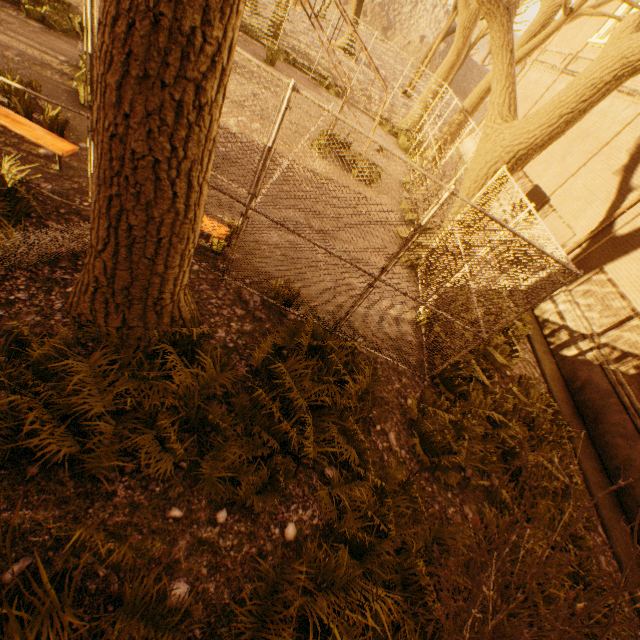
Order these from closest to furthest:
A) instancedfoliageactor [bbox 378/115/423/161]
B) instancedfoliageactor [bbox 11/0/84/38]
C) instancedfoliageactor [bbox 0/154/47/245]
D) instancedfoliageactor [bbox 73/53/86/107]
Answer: instancedfoliageactor [bbox 0/154/47/245]
instancedfoliageactor [bbox 73/53/86/107]
instancedfoliageactor [bbox 11/0/84/38]
instancedfoliageactor [bbox 378/115/423/161]

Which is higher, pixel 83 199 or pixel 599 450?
pixel 599 450

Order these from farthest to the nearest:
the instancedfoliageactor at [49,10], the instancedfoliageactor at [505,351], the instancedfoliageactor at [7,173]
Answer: the instancedfoliageactor at [49,10]
the instancedfoliageactor at [505,351]
the instancedfoliageactor at [7,173]

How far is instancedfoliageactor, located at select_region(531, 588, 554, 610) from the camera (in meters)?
4.03

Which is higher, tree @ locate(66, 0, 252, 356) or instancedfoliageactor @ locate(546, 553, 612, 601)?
tree @ locate(66, 0, 252, 356)

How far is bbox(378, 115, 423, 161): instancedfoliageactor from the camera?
15.8 meters

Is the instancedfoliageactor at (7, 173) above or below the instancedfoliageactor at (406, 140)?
above

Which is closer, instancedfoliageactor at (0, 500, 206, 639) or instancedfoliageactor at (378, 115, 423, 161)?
instancedfoliageactor at (0, 500, 206, 639)
